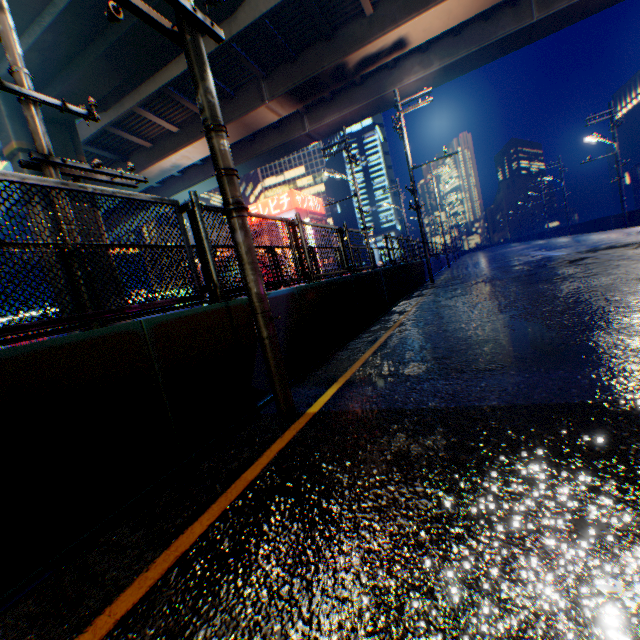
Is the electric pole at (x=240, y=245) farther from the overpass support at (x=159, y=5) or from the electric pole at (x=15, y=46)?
the electric pole at (x=15, y=46)

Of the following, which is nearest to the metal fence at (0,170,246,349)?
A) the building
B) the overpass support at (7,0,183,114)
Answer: the overpass support at (7,0,183,114)

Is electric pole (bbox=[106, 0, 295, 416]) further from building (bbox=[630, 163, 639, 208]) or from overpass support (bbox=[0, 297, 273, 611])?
building (bbox=[630, 163, 639, 208])

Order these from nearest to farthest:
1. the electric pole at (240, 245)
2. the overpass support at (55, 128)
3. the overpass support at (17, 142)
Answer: the electric pole at (240, 245) → the overpass support at (17, 142) → the overpass support at (55, 128)

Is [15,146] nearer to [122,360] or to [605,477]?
[122,360]

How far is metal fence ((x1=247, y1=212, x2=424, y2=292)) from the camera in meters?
5.4 m

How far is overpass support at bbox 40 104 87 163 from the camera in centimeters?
1623cm
